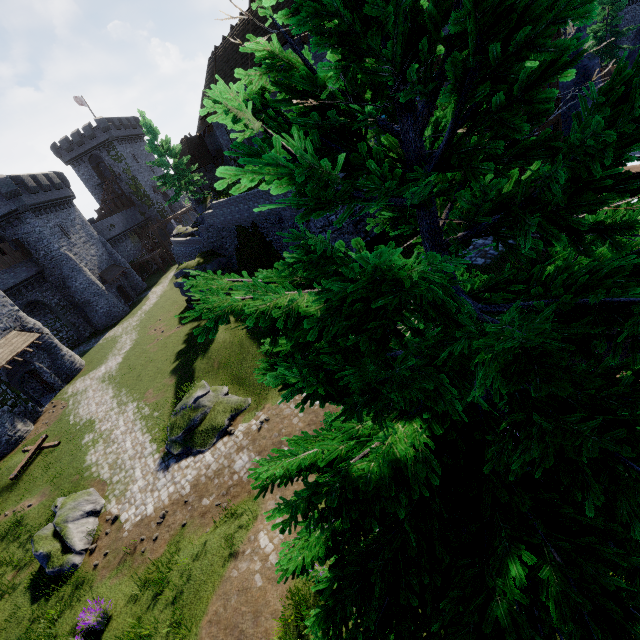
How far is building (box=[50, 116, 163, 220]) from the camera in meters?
52.4 m

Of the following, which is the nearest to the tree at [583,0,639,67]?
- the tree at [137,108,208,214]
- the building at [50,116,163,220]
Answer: the tree at [137,108,208,214]

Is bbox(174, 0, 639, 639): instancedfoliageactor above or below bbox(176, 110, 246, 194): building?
below

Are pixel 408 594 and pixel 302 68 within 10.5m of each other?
yes

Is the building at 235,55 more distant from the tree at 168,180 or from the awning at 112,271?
the awning at 112,271

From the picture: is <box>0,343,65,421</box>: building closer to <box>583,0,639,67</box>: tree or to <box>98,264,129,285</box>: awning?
<box>98,264,129,285</box>: awning

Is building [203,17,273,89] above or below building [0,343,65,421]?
above

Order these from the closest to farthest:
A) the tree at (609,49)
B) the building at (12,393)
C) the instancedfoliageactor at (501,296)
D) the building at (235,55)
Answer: the instancedfoliageactor at (501,296) → the building at (235,55) → the building at (12,393) → the tree at (609,49)
